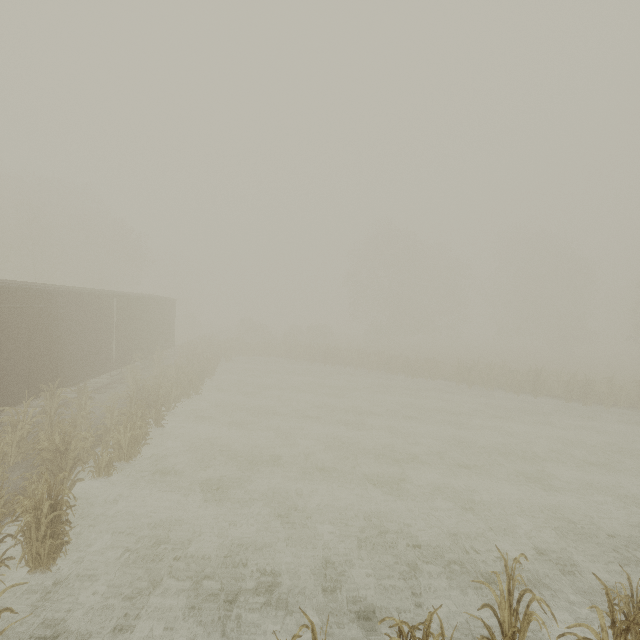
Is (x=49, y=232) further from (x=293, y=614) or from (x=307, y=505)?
(x=293, y=614)

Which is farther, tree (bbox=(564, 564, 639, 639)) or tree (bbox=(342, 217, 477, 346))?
tree (bbox=(342, 217, 477, 346))

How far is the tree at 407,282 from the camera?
43.03m

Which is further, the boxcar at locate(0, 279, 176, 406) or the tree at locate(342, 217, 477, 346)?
the tree at locate(342, 217, 477, 346)

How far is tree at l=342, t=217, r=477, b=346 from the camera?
43.03m

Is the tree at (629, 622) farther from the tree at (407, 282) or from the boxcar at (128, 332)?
the tree at (407, 282)

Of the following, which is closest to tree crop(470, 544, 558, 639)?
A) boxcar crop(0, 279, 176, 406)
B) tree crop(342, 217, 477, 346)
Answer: boxcar crop(0, 279, 176, 406)
